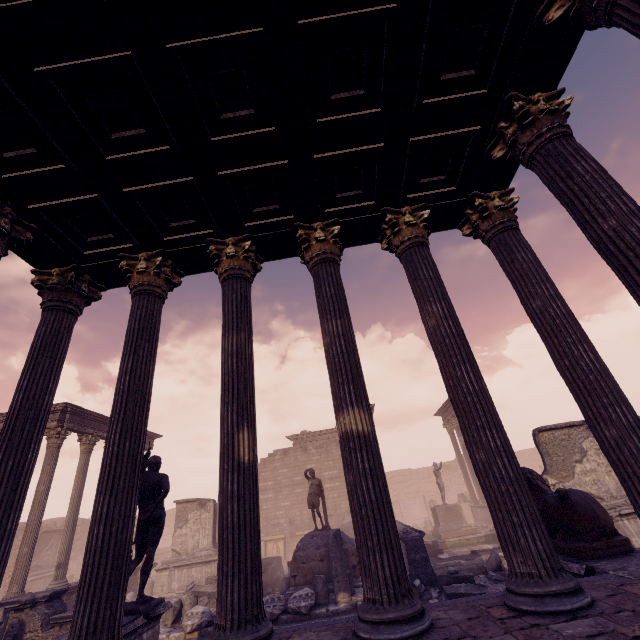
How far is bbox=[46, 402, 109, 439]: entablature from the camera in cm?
1332

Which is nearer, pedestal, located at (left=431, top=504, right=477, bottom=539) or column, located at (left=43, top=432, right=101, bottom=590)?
column, located at (left=43, top=432, right=101, bottom=590)

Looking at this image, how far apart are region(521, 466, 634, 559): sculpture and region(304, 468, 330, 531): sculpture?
8.0 meters

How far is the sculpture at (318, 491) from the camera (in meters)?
12.27

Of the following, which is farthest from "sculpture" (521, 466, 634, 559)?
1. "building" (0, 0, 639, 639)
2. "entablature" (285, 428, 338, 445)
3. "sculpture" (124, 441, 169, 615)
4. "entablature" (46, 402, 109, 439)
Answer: "entablature" (46, 402, 109, 439)

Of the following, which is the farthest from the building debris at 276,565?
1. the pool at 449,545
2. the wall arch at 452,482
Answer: the wall arch at 452,482

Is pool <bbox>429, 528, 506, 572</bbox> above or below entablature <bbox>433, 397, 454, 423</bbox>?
below

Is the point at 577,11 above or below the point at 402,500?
above
